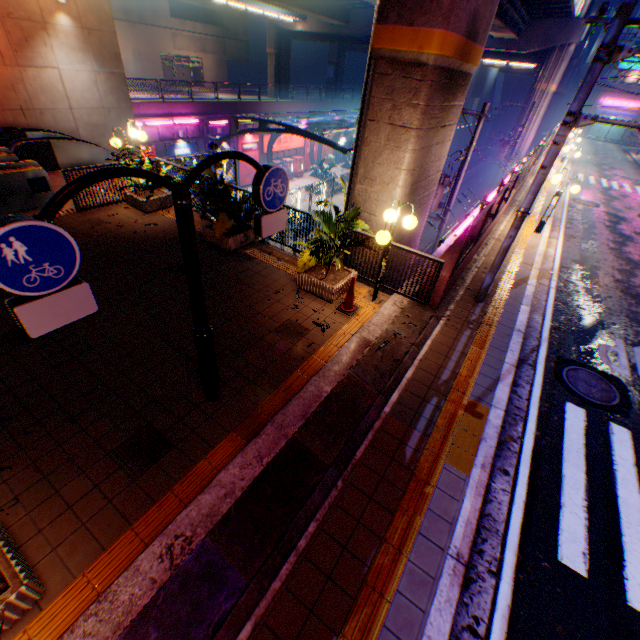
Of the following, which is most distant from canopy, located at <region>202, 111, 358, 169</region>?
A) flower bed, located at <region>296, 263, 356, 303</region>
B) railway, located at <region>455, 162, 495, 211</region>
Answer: flower bed, located at <region>296, 263, 356, 303</region>

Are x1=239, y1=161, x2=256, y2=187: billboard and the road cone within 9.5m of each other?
no

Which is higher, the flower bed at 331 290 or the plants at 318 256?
the plants at 318 256

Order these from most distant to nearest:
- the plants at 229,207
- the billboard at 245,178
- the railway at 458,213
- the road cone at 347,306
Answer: the railway at 458,213 < the billboard at 245,178 < the plants at 229,207 < the road cone at 347,306

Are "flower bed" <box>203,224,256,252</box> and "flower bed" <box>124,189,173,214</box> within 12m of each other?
yes

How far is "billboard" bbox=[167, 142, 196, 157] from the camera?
24.0m

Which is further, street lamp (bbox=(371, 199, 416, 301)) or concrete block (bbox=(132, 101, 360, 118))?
concrete block (bbox=(132, 101, 360, 118))

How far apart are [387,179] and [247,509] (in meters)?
6.99
